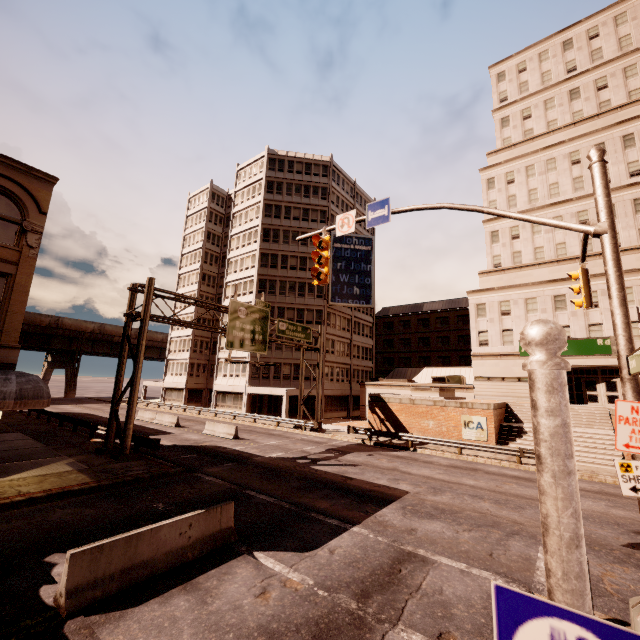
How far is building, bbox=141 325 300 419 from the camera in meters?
41.1

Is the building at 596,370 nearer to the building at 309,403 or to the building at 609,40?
the building at 309,403

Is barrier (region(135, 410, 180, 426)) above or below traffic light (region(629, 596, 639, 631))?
below

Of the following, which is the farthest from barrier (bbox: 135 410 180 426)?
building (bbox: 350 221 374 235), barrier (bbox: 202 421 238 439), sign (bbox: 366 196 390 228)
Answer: sign (bbox: 366 196 390 228)

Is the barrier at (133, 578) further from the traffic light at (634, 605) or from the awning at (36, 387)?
the awning at (36, 387)

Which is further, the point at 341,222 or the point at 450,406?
the point at 450,406

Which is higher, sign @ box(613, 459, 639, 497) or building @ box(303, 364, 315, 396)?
building @ box(303, 364, 315, 396)

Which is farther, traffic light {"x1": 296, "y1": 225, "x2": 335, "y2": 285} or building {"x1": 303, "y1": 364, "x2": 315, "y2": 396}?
building {"x1": 303, "y1": 364, "x2": 315, "y2": 396}
